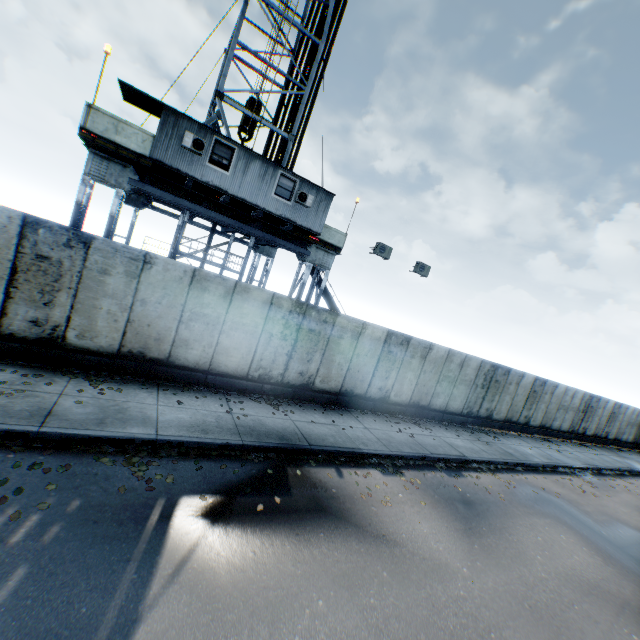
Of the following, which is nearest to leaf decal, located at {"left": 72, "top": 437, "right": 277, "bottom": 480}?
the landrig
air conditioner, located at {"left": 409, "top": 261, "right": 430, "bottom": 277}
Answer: air conditioner, located at {"left": 409, "top": 261, "right": 430, "bottom": 277}

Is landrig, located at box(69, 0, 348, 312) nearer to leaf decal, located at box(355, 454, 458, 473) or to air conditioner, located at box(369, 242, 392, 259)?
air conditioner, located at box(369, 242, 392, 259)

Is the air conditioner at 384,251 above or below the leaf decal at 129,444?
above

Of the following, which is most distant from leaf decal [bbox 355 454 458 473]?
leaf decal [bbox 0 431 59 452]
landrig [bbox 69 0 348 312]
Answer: landrig [bbox 69 0 348 312]

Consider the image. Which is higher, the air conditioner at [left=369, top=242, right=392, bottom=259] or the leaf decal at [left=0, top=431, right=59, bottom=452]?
the air conditioner at [left=369, top=242, right=392, bottom=259]

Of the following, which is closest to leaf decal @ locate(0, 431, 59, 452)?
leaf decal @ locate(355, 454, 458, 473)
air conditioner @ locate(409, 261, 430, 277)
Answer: leaf decal @ locate(355, 454, 458, 473)

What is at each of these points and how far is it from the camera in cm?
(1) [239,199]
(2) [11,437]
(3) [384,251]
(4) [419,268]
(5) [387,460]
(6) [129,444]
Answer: (1) landrig, 1234
(2) leaf decal, 549
(3) air conditioner, 1531
(4) air conditioner, 1648
(5) leaf decal, 961
(6) leaf decal, 635

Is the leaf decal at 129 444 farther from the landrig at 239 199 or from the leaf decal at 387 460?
the landrig at 239 199
